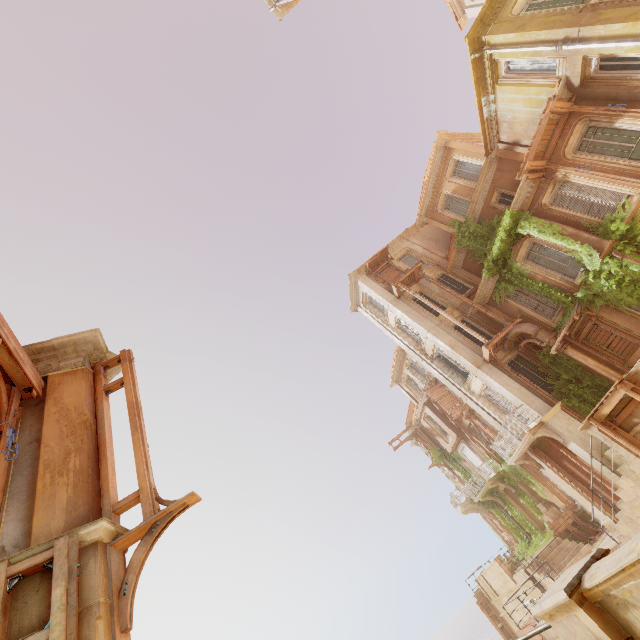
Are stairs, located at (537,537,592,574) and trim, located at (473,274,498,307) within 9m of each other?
no

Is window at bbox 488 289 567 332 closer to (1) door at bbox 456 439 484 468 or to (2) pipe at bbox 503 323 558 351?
(2) pipe at bbox 503 323 558 351

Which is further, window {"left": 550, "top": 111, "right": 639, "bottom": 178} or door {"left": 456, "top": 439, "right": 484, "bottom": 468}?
door {"left": 456, "top": 439, "right": 484, "bottom": 468}

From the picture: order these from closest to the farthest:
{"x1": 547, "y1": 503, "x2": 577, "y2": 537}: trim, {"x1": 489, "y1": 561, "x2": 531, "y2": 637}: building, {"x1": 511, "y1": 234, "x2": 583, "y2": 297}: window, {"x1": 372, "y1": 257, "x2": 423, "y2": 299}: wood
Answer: {"x1": 511, "y1": 234, "x2": 583, "y2": 297}: window, {"x1": 489, "y1": 561, "x2": 531, "y2": 637}: building, {"x1": 547, "y1": 503, "x2": 577, "y2": 537}: trim, {"x1": 372, "y1": 257, "x2": 423, "y2": 299}: wood

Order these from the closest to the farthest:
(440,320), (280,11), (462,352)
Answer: (280,11)
(462,352)
(440,320)

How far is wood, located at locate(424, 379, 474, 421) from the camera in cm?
2536

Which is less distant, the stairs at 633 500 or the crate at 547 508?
the stairs at 633 500

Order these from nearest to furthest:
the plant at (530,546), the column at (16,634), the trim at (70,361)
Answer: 1. the column at (16,634)
2. the trim at (70,361)
3. the plant at (530,546)
